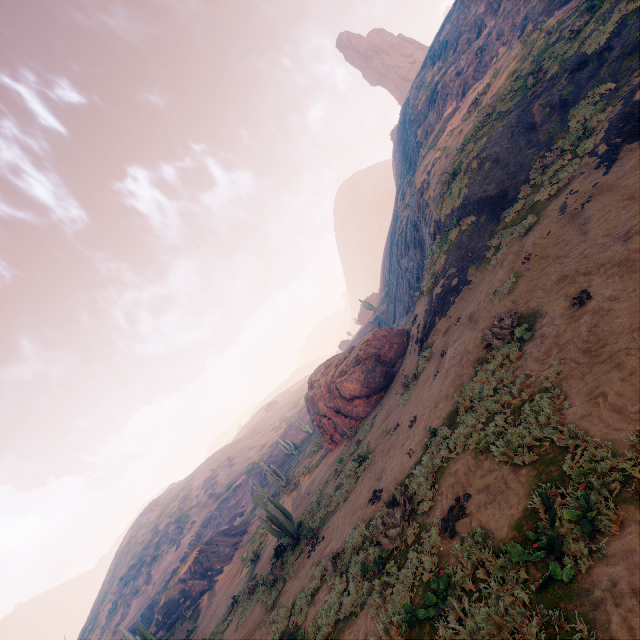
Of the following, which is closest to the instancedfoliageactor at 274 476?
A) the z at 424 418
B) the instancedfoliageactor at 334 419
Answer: the z at 424 418

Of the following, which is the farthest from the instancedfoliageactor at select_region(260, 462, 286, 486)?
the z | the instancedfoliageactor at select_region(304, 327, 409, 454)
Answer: the instancedfoliageactor at select_region(304, 327, 409, 454)

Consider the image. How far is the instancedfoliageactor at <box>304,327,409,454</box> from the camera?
21.25m

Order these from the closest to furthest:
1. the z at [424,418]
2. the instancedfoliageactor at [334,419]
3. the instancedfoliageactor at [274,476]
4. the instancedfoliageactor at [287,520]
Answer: the z at [424,418] < the instancedfoliageactor at [287,520] < the instancedfoliageactor at [334,419] < the instancedfoliageactor at [274,476]

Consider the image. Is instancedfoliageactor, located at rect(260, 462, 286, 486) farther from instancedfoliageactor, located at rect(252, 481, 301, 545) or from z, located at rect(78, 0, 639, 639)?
instancedfoliageactor, located at rect(252, 481, 301, 545)

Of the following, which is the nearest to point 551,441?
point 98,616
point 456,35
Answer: point 456,35
